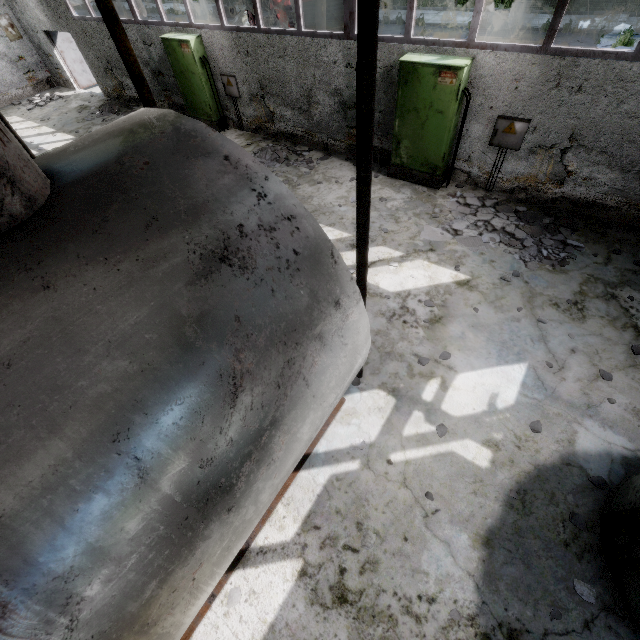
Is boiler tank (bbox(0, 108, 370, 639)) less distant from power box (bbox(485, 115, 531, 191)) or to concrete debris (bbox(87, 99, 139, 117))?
power box (bbox(485, 115, 531, 191))

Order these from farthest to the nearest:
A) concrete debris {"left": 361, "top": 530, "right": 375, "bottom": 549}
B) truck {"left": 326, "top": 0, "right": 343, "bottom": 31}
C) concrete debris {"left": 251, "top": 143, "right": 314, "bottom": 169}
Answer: truck {"left": 326, "top": 0, "right": 343, "bottom": 31}
concrete debris {"left": 251, "top": 143, "right": 314, "bottom": 169}
concrete debris {"left": 361, "top": 530, "right": 375, "bottom": 549}

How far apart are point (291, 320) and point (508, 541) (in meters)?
3.76

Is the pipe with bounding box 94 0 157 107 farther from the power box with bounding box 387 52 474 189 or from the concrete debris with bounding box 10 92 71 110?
the power box with bounding box 387 52 474 189

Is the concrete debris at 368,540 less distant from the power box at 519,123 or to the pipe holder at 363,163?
the pipe holder at 363,163

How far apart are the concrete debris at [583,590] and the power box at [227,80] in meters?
12.9 m

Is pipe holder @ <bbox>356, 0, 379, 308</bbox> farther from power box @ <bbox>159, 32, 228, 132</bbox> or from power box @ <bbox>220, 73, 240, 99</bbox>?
power box @ <bbox>159, 32, 228, 132</bbox>

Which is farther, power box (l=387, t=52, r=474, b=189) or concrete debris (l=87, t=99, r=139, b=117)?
concrete debris (l=87, t=99, r=139, b=117)
